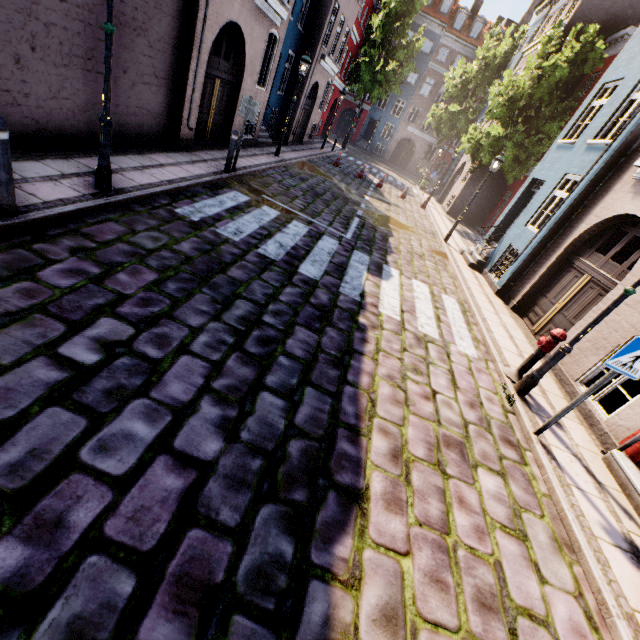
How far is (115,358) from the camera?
3.1m

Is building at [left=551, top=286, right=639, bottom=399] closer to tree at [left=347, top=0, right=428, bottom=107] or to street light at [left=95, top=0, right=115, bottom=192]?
street light at [left=95, top=0, right=115, bottom=192]

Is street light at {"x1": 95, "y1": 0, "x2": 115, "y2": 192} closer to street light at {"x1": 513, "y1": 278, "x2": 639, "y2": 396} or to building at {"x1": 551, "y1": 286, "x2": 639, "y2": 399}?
building at {"x1": 551, "y1": 286, "x2": 639, "y2": 399}

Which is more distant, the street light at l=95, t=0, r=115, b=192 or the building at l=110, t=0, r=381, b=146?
the building at l=110, t=0, r=381, b=146

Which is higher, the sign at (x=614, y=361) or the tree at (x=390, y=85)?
the tree at (x=390, y=85)

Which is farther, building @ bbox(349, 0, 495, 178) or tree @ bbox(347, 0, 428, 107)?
building @ bbox(349, 0, 495, 178)

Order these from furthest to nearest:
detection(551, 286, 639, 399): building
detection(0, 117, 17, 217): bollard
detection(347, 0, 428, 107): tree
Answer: detection(347, 0, 428, 107): tree
detection(551, 286, 639, 399): building
detection(0, 117, 17, 217): bollard

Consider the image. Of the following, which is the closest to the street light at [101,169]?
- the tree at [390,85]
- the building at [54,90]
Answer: the building at [54,90]
